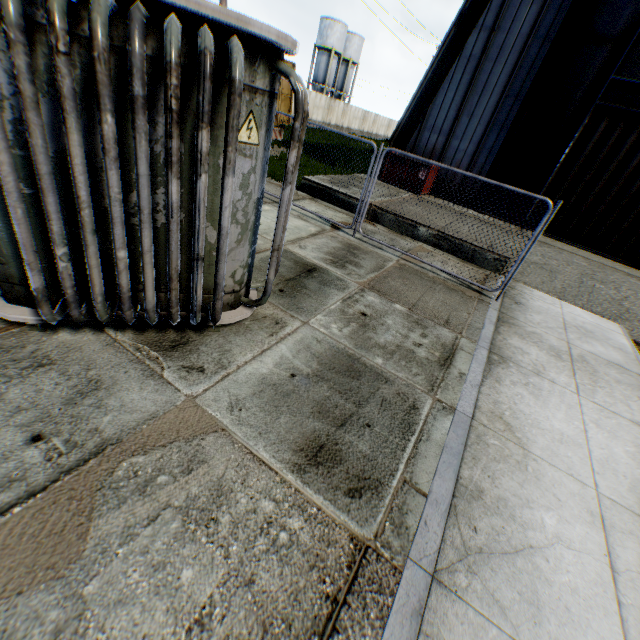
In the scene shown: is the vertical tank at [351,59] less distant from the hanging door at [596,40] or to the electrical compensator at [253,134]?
the hanging door at [596,40]

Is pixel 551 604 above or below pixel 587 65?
below

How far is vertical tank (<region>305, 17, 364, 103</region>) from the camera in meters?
45.2

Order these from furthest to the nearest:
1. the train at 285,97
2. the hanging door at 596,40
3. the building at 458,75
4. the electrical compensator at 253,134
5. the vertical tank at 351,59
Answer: the vertical tank at 351,59 → the train at 285,97 → the building at 458,75 → the hanging door at 596,40 → the electrical compensator at 253,134

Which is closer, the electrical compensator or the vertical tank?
the electrical compensator

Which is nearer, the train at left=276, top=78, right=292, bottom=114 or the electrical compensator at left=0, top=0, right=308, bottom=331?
the electrical compensator at left=0, top=0, right=308, bottom=331

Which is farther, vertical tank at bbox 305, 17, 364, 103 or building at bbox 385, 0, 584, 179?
vertical tank at bbox 305, 17, 364, 103

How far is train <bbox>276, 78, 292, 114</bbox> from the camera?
19.4 meters
